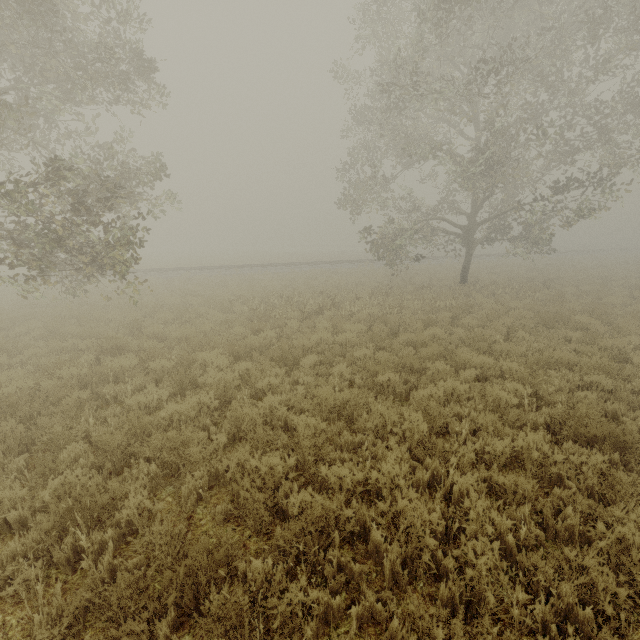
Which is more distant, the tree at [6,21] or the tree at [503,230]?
the tree at [503,230]

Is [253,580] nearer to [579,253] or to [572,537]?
[572,537]

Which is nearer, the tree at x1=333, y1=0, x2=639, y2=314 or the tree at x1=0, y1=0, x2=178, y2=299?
the tree at x1=0, y1=0, x2=178, y2=299
